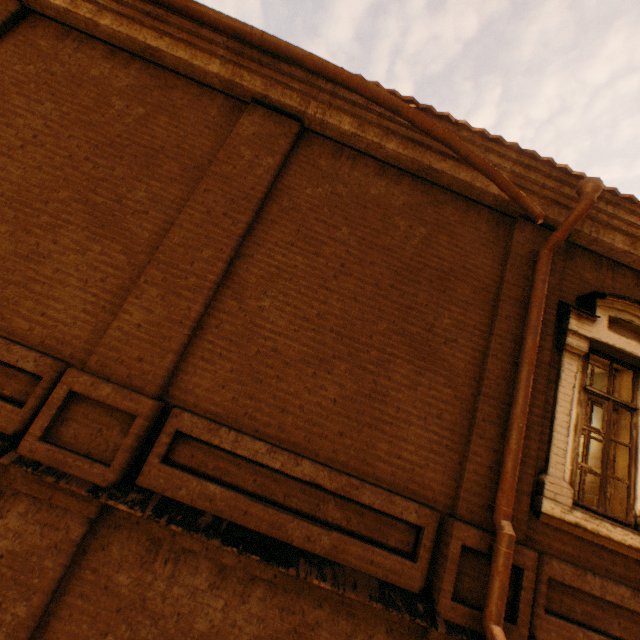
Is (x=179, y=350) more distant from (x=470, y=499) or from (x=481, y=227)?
(x=481, y=227)

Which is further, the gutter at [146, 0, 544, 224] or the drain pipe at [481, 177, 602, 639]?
the gutter at [146, 0, 544, 224]

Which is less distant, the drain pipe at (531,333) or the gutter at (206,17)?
the drain pipe at (531,333)
